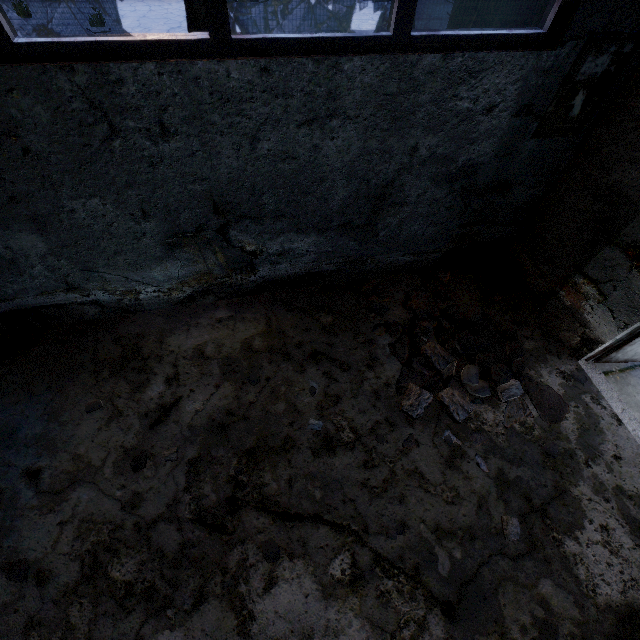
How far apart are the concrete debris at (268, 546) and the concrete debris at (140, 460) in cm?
138

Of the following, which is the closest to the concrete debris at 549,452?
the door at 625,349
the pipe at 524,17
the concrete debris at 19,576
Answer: the door at 625,349

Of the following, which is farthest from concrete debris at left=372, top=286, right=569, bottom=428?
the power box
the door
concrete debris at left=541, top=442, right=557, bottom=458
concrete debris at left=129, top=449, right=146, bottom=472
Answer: concrete debris at left=129, top=449, right=146, bottom=472

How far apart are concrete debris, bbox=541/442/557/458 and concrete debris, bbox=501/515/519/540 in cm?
79

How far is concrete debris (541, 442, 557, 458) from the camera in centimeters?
333cm

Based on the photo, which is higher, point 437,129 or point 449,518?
point 437,129

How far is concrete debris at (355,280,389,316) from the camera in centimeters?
424cm

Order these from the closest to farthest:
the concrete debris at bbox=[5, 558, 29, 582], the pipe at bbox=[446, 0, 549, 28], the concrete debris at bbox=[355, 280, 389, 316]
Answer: the concrete debris at bbox=[5, 558, 29, 582] < the pipe at bbox=[446, 0, 549, 28] < the concrete debris at bbox=[355, 280, 389, 316]
